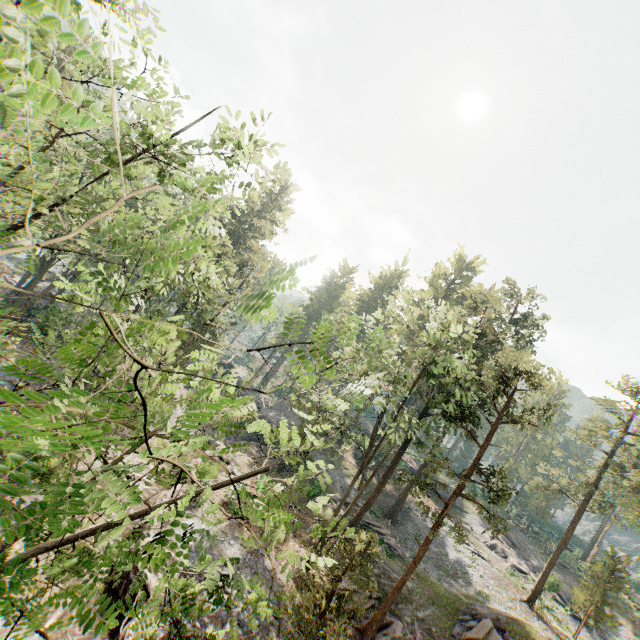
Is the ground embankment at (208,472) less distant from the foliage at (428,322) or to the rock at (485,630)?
the foliage at (428,322)

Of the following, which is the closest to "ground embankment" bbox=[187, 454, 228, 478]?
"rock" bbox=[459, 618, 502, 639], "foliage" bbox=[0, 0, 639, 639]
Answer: "foliage" bbox=[0, 0, 639, 639]

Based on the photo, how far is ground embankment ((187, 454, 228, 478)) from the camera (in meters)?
20.50

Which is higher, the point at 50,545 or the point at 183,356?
the point at 50,545

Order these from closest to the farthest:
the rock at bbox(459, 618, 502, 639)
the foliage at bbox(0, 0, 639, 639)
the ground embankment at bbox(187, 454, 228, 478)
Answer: the foliage at bbox(0, 0, 639, 639), the rock at bbox(459, 618, 502, 639), the ground embankment at bbox(187, 454, 228, 478)

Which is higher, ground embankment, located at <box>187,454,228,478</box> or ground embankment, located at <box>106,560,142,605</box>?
ground embankment, located at <box>187,454,228,478</box>

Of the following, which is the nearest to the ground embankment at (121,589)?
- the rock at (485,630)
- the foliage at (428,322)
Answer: the foliage at (428,322)
